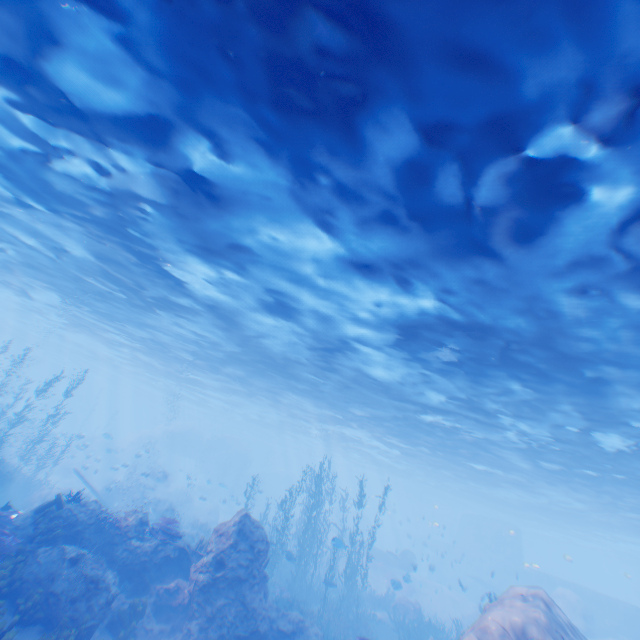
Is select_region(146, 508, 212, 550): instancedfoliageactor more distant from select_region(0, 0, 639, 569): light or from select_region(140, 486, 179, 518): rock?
select_region(0, 0, 639, 569): light

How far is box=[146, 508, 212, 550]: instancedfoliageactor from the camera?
12.6 meters

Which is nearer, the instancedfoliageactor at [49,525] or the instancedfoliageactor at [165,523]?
the instancedfoliageactor at [49,525]

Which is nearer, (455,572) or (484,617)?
(484,617)

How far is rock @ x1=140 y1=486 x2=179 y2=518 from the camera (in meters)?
27.02

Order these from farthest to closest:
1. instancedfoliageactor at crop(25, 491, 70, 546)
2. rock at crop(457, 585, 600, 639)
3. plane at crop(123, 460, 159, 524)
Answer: plane at crop(123, 460, 159, 524) < instancedfoliageactor at crop(25, 491, 70, 546) < rock at crop(457, 585, 600, 639)

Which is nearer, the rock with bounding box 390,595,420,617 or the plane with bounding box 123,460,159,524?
the rock with bounding box 390,595,420,617

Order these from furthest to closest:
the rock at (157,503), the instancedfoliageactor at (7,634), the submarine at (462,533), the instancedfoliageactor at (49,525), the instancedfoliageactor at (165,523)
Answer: the submarine at (462,533) < the rock at (157,503) < the instancedfoliageactor at (165,523) < the instancedfoliageactor at (49,525) < the instancedfoliageactor at (7,634)
